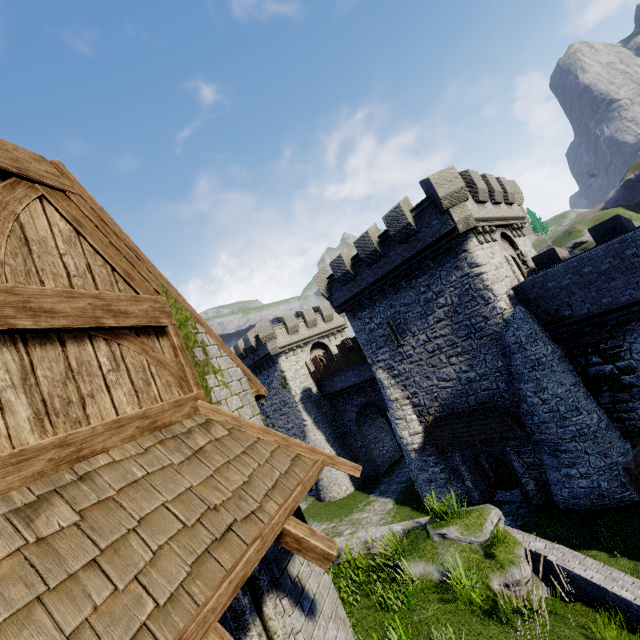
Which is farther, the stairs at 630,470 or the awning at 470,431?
the awning at 470,431

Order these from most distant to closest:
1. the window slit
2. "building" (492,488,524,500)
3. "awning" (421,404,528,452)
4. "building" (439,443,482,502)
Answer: "building" (439,443,482,502) < "building" (492,488,524,500) < "awning" (421,404,528,452) < the window slit

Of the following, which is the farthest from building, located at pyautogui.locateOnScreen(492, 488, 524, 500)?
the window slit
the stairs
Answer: the window slit

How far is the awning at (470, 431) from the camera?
16.0m

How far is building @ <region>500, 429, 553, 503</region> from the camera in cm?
1603

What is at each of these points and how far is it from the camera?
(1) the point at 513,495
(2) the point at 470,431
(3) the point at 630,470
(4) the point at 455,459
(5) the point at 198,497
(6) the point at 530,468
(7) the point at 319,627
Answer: (1) building, 17.8 meters
(2) awning, 17.5 meters
(3) stairs, 10.5 meters
(4) building, 19.2 meters
(5) awning, 2.6 meters
(6) building, 16.4 meters
(7) building, 3.7 meters

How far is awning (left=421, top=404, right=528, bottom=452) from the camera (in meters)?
15.98
